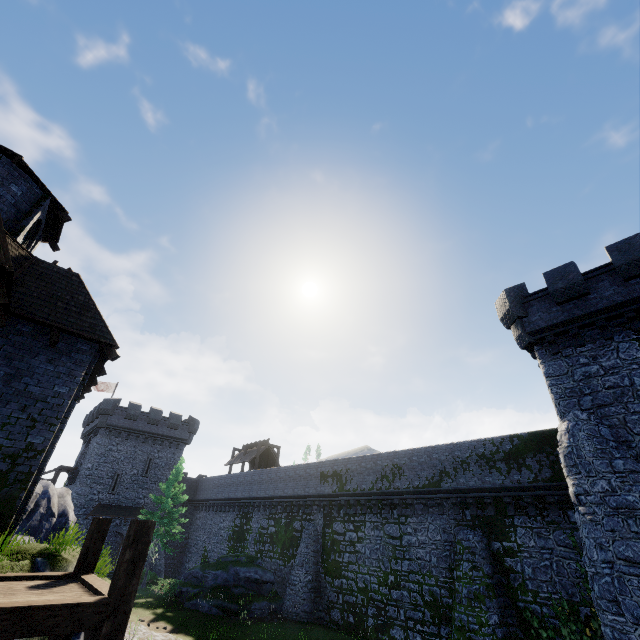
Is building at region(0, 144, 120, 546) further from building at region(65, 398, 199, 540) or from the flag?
the flag

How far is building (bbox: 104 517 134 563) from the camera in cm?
3416

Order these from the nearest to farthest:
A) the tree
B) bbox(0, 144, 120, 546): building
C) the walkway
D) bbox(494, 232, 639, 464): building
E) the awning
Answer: the walkway < bbox(0, 144, 120, 546): building < bbox(494, 232, 639, 464): building < the tree < the awning

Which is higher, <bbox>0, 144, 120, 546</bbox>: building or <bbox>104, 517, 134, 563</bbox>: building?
<bbox>0, 144, 120, 546</bbox>: building

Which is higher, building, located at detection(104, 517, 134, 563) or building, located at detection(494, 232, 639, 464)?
building, located at detection(494, 232, 639, 464)

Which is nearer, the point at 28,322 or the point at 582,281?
the point at 28,322

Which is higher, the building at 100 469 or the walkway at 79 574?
the building at 100 469

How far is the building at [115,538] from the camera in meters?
34.2 m
